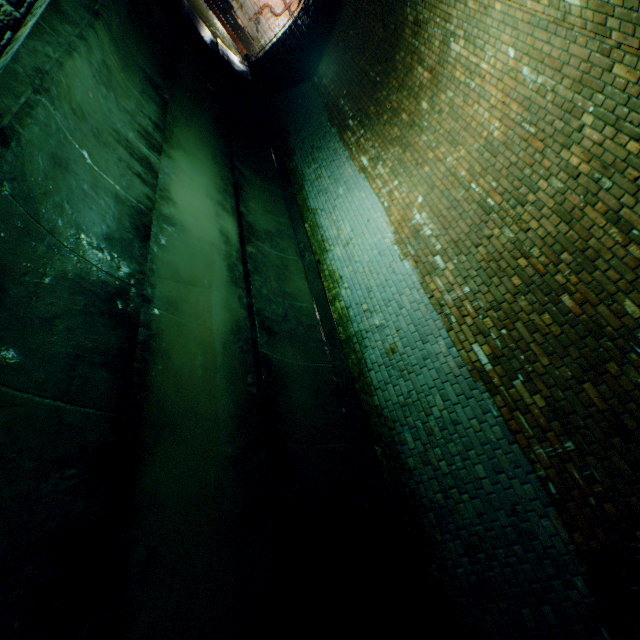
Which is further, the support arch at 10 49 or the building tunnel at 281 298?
the building tunnel at 281 298

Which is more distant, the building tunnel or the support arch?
the building tunnel

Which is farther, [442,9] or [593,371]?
[442,9]
